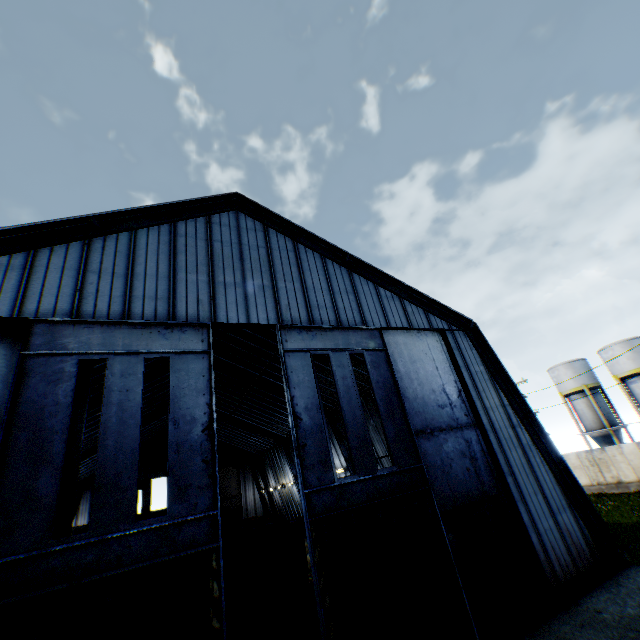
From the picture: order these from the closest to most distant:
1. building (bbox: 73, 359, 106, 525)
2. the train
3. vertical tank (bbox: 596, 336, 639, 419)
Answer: the train → building (bbox: 73, 359, 106, 525) → vertical tank (bbox: 596, 336, 639, 419)

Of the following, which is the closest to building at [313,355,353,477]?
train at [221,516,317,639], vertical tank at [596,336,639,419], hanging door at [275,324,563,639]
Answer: hanging door at [275,324,563,639]

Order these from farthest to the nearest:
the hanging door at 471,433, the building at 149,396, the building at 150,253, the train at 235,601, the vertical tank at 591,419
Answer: the vertical tank at 591,419
the building at 149,396
the train at 235,601
the building at 150,253
the hanging door at 471,433

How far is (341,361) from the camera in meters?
12.0 m

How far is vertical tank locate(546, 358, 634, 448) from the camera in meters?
34.0

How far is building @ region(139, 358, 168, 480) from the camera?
24.61m

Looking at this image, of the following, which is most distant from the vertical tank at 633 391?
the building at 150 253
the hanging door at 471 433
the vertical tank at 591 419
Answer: the hanging door at 471 433

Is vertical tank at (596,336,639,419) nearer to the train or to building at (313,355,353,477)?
building at (313,355,353,477)
